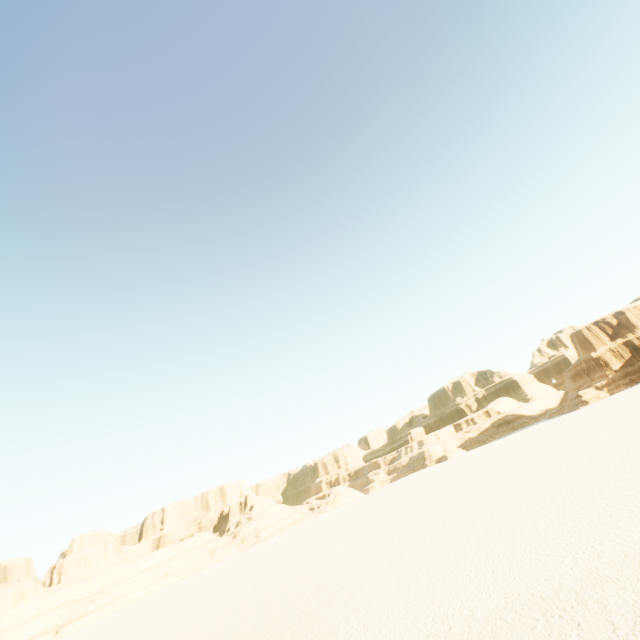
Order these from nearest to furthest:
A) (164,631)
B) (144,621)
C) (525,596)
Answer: (525,596)
(164,631)
(144,621)
